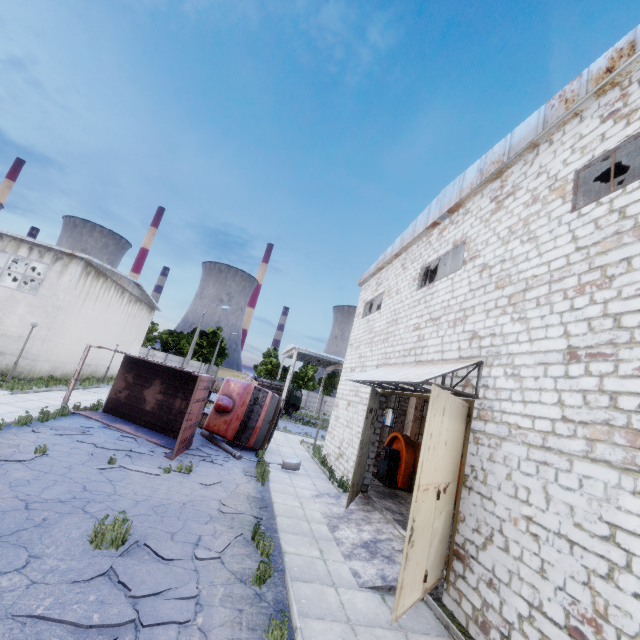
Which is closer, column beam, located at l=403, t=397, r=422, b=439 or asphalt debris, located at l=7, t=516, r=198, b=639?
asphalt debris, located at l=7, t=516, r=198, b=639

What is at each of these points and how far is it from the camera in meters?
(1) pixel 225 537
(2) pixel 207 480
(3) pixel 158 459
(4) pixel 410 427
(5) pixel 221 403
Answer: (1) asphalt debris, 7.1 m
(2) asphalt debris, 10.4 m
(3) asphalt debris, 11.1 m
(4) column beam, 19.0 m
(5) truck, 15.7 m

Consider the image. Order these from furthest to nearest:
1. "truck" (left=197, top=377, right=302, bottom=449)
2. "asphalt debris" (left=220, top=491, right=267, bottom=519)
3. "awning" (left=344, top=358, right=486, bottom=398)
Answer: "truck" (left=197, top=377, right=302, bottom=449), "asphalt debris" (left=220, top=491, right=267, bottom=519), "awning" (left=344, top=358, right=486, bottom=398)

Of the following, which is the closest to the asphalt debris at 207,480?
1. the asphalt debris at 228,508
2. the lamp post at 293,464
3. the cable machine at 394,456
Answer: the asphalt debris at 228,508

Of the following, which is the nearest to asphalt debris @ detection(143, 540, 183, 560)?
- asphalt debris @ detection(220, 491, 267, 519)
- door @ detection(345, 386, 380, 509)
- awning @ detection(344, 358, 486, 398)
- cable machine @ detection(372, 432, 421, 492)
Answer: asphalt debris @ detection(220, 491, 267, 519)

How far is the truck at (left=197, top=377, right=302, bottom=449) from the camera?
15.5 meters

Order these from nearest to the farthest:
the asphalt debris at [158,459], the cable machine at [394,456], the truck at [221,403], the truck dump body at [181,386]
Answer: the asphalt debris at [158,459], the truck dump body at [181,386], the cable machine at [394,456], the truck at [221,403]

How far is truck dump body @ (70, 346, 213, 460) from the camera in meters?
12.8 m
